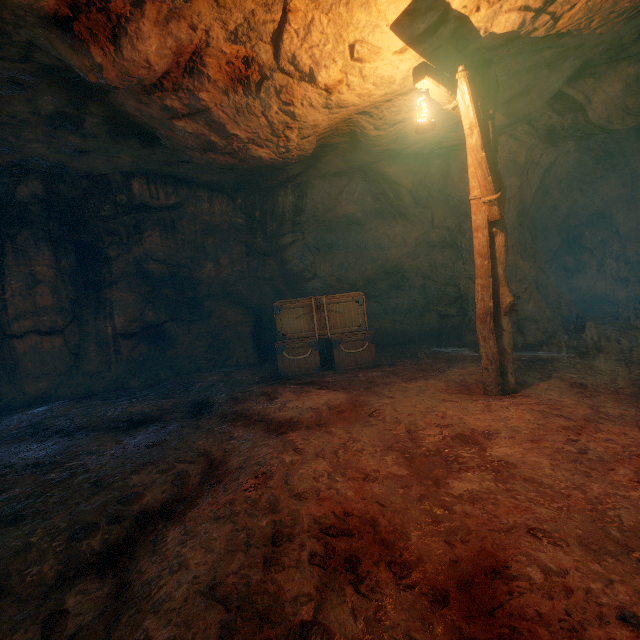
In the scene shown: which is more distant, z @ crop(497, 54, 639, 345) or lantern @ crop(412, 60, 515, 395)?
z @ crop(497, 54, 639, 345)

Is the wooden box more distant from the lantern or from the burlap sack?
the lantern

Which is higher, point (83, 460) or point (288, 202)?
point (288, 202)

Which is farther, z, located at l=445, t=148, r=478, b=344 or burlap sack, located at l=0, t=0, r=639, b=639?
z, located at l=445, t=148, r=478, b=344

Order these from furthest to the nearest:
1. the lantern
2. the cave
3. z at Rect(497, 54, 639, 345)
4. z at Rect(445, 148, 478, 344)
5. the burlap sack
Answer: z at Rect(445, 148, 478, 344) < the cave < z at Rect(497, 54, 639, 345) < the lantern < the burlap sack

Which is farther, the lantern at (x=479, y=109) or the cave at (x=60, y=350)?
the cave at (x=60, y=350)

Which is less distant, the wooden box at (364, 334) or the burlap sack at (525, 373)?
the burlap sack at (525, 373)
